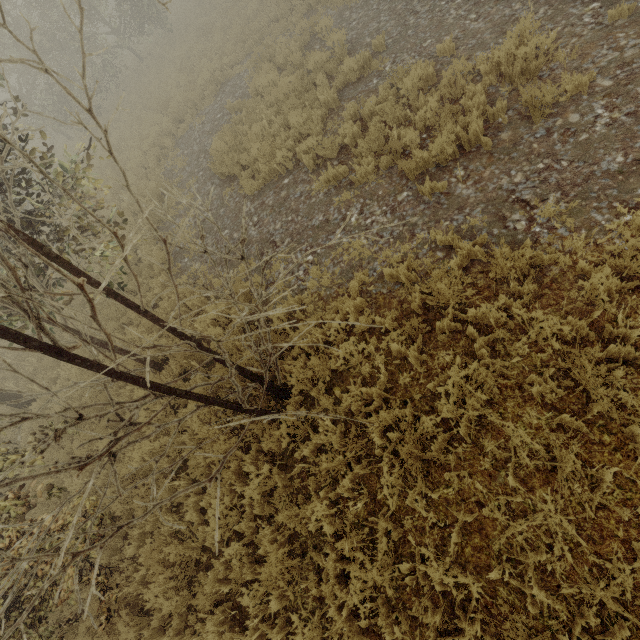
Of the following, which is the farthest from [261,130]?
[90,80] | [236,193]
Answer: [90,80]
